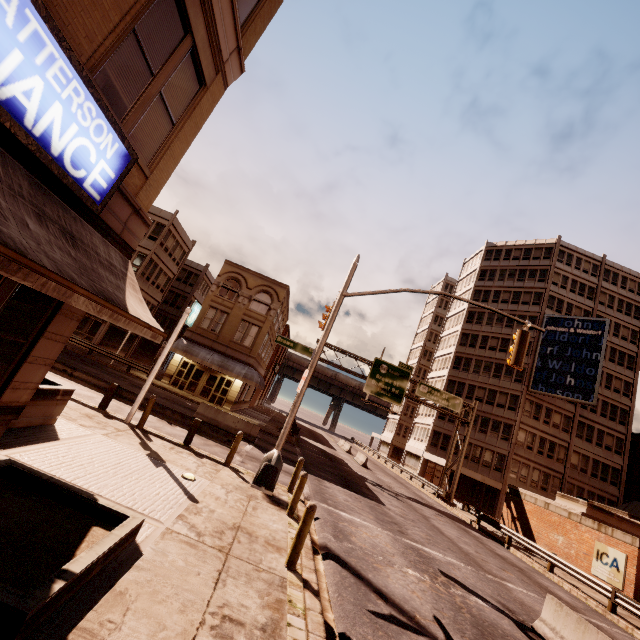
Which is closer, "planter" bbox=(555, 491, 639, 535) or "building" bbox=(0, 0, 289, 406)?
"building" bbox=(0, 0, 289, 406)

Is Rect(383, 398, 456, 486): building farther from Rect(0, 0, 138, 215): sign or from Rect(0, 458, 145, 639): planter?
Rect(0, 0, 138, 215): sign

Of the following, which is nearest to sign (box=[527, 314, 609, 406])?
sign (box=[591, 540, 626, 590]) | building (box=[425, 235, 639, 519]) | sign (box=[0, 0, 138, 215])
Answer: building (box=[425, 235, 639, 519])

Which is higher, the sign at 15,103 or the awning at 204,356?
the sign at 15,103

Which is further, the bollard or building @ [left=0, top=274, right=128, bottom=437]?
the bollard

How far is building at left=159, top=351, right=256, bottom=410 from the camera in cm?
2994

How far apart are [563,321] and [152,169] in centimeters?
4867cm

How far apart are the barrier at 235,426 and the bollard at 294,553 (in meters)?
13.29
